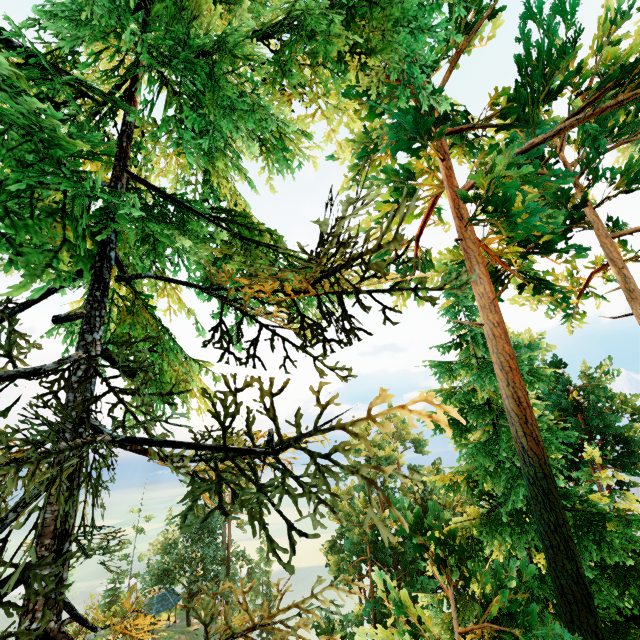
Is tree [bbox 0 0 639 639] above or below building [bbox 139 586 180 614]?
above

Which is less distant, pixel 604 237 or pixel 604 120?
pixel 604 120

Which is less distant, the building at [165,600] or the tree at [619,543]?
the tree at [619,543]

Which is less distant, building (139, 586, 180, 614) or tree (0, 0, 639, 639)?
tree (0, 0, 639, 639)

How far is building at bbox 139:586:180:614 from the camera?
43.6m

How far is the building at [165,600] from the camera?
43.6 meters
